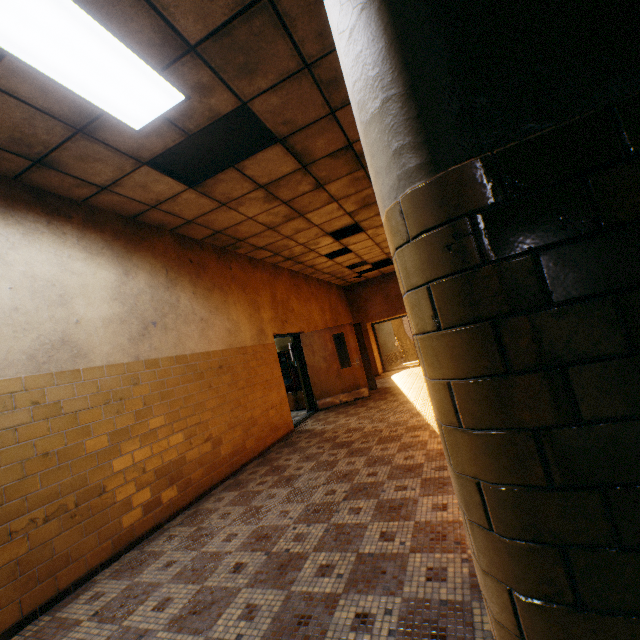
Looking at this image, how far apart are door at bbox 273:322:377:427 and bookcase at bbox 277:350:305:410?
0.6m

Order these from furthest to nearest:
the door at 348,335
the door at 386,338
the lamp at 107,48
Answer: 1. the door at 386,338
2. the door at 348,335
3. the lamp at 107,48

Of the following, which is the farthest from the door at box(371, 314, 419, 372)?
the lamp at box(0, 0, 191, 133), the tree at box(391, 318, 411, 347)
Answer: the lamp at box(0, 0, 191, 133)

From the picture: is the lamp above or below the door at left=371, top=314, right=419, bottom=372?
above

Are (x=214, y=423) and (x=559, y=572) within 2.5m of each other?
no

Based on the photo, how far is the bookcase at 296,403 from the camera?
9.5m

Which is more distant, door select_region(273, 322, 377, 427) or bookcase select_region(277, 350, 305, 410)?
bookcase select_region(277, 350, 305, 410)

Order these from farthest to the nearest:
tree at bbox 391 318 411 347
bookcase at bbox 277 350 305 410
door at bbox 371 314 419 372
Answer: tree at bbox 391 318 411 347
door at bbox 371 314 419 372
bookcase at bbox 277 350 305 410
